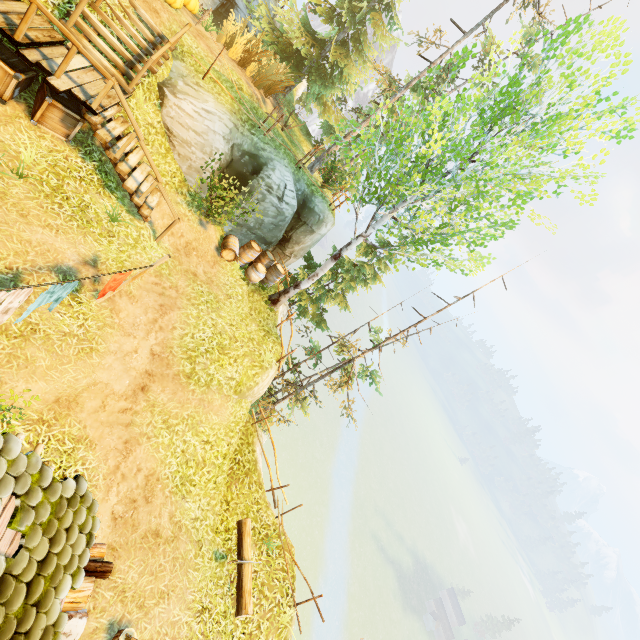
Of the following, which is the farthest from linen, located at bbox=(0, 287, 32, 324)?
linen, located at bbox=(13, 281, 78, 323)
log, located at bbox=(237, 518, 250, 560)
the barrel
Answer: the barrel

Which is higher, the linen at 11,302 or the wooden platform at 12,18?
the wooden platform at 12,18

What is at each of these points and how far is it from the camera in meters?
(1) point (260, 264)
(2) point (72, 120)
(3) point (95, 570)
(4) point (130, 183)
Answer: (1) barrel, 13.3
(2) box, 7.9
(3) log, 4.8
(4) stairs, 8.8

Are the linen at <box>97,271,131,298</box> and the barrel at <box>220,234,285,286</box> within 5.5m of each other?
no

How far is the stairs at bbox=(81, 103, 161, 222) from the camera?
7.9 meters

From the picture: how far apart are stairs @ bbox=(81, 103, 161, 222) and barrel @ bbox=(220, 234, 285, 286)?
4.12m

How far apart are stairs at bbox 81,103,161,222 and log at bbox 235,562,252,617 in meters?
9.7 m

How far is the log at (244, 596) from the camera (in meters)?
7.90
